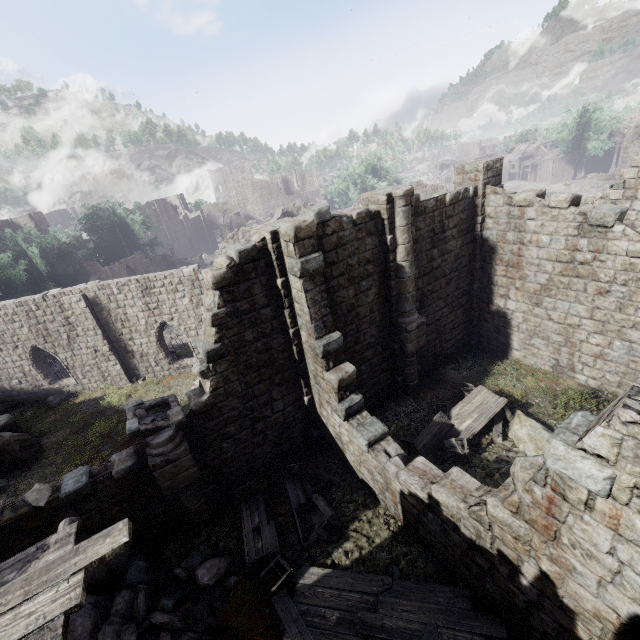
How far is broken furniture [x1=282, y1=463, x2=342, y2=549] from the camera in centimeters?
880cm

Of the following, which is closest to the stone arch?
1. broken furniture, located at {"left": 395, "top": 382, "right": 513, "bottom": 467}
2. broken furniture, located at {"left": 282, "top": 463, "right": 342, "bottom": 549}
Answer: broken furniture, located at {"left": 395, "top": 382, "right": 513, "bottom": 467}

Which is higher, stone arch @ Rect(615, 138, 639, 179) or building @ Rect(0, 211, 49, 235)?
building @ Rect(0, 211, 49, 235)

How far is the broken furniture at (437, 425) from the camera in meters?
10.5

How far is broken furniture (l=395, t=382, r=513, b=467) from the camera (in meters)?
10.50

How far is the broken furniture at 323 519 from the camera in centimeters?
880cm

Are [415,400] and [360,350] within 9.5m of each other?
yes
